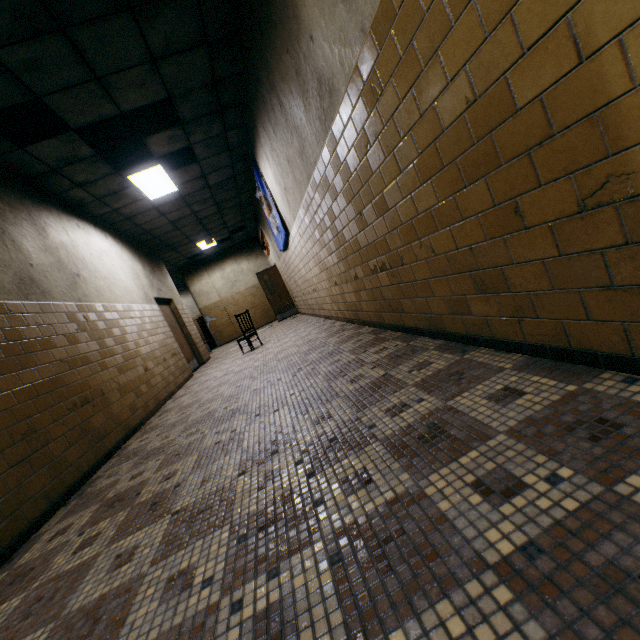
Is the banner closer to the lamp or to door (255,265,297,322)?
the lamp

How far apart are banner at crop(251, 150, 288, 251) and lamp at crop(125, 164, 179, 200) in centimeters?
169cm

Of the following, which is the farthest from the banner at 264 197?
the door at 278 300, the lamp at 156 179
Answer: the door at 278 300

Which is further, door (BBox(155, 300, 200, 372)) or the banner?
door (BBox(155, 300, 200, 372))

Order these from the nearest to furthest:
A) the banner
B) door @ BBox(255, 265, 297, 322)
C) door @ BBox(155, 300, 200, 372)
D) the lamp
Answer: the lamp < the banner < door @ BBox(155, 300, 200, 372) < door @ BBox(255, 265, 297, 322)

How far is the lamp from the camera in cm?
592

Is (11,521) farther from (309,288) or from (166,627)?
(309,288)

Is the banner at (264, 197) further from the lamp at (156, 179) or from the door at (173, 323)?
the door at (173, 323)
